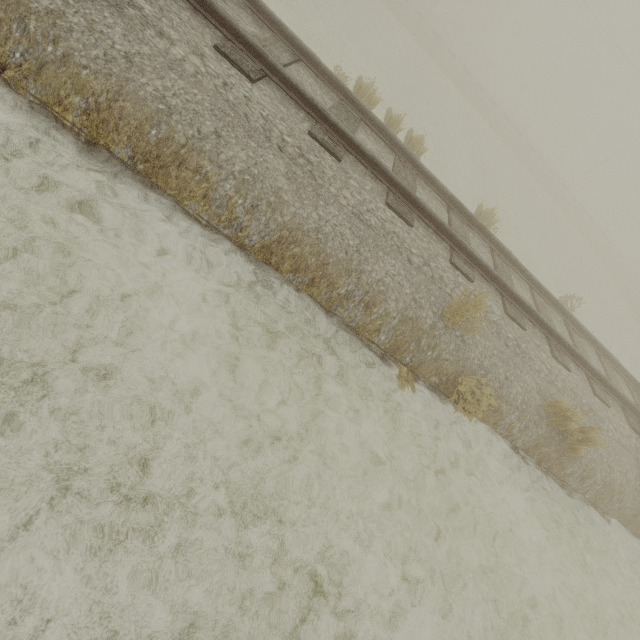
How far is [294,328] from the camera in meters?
3.9 m
